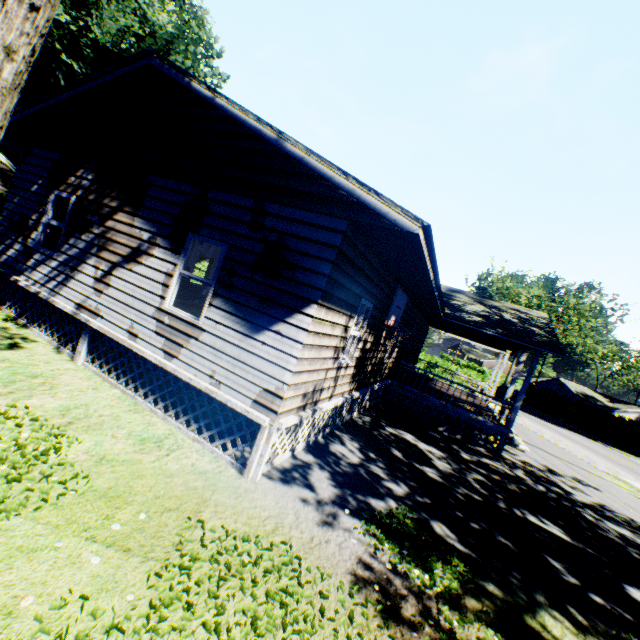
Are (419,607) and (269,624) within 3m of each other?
yes

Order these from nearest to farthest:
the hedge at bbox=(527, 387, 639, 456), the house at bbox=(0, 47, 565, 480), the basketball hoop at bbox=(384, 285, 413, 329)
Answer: the house at bbox=(0, 47, 565, 480) < the basketball hoop at bbox=(384, 285, 413, 329) < the hedge at bbox=(527, 387, 639, 456)

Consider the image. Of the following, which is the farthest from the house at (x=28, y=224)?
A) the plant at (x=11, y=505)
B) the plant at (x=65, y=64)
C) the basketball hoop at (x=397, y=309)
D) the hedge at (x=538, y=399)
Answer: the hedge at (x=538, y=399)

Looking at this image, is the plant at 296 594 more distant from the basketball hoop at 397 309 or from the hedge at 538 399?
the hedge at 538 399

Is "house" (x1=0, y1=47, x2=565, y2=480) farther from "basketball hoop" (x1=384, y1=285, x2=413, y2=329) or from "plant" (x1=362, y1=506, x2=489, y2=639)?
"plant" (x1=362, y1=506, x2=489, y2=639)

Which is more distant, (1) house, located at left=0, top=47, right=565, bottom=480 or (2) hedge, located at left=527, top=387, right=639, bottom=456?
(2) hedge, located at left=527, top=387, right=639, bottom=456

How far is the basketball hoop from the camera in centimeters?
820cm

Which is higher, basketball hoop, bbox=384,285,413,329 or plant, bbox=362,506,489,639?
basketball hoop, bbox=384,285,413,329
